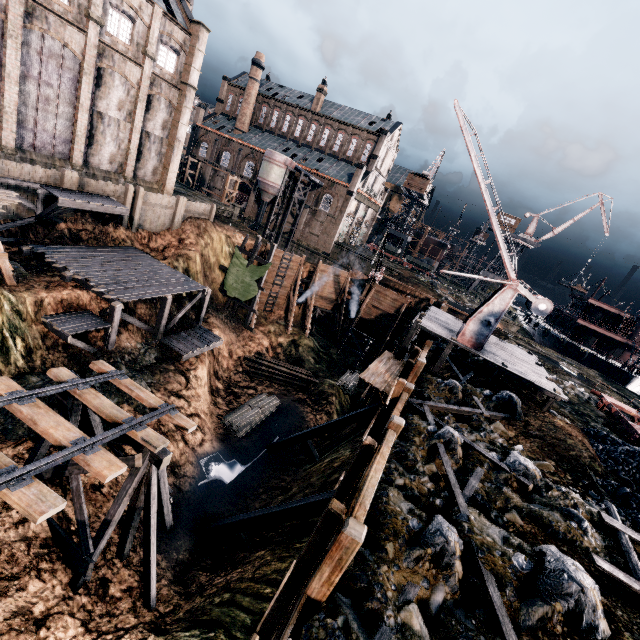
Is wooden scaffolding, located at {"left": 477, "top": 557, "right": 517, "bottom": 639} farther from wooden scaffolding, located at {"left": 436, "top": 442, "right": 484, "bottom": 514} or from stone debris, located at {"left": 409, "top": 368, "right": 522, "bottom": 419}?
wooden scaffolding, located at {"left": 436, "top": 442, "right": 484, "bottom": 514}

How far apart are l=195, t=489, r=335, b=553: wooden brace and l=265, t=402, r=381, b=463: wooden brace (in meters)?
8.00

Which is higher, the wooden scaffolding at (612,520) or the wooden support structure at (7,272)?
the wooden scaffolding at (612,520)

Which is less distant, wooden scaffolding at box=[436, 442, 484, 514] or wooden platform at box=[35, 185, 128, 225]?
wooden scaffolding at box=[436, 442, 484, 514]

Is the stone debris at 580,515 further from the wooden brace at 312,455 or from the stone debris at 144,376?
the stone debris at 144,376

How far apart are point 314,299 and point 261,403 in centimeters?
1714cm

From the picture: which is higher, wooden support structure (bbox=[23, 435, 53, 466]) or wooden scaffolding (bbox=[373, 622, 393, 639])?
wooden scaffolding (bbox=[373, 622, 393, 639])

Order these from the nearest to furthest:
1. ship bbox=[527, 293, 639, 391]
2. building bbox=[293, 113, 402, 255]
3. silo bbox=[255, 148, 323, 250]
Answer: ship bbox=[527, 293, 639, 391]
silo bbox=[255, 148, 323, 250]
building bbox=[293, 113, 402, 255]
